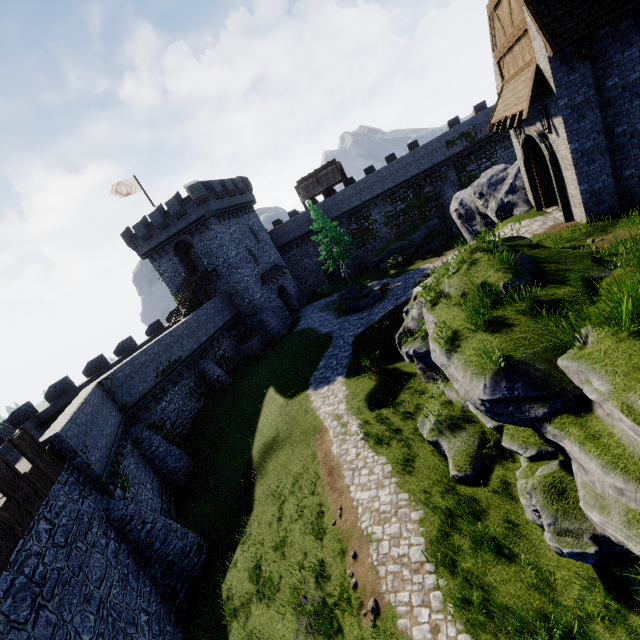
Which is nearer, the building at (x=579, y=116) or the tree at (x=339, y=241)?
the building at (x=579, y=116)

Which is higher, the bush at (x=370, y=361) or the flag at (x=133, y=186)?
the flag at (x=133, y=186)

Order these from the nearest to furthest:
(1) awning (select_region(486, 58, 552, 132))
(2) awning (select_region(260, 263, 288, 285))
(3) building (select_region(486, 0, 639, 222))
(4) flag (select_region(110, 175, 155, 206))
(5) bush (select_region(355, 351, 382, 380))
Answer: (3) building (select_region(486, 0, 639, 222)) → (1) awning (select_region(486, 58, 552, 132)) → (5) bush (select_region(355, 351, 382, 380)) → (4) flag (select_region(110, 175, 155, 206)) → (2) awning (select_region(260, 263, 288, 285))

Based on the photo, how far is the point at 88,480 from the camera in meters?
13.5

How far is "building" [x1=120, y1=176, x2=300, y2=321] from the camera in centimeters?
3150cm

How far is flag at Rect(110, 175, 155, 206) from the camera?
30.83m

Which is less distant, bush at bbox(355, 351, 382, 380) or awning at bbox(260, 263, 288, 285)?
bush at bbox(355, 351, 382, 380)

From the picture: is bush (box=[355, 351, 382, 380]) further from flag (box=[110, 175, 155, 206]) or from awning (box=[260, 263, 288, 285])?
flag (box=[110, 175, 155, 206])
